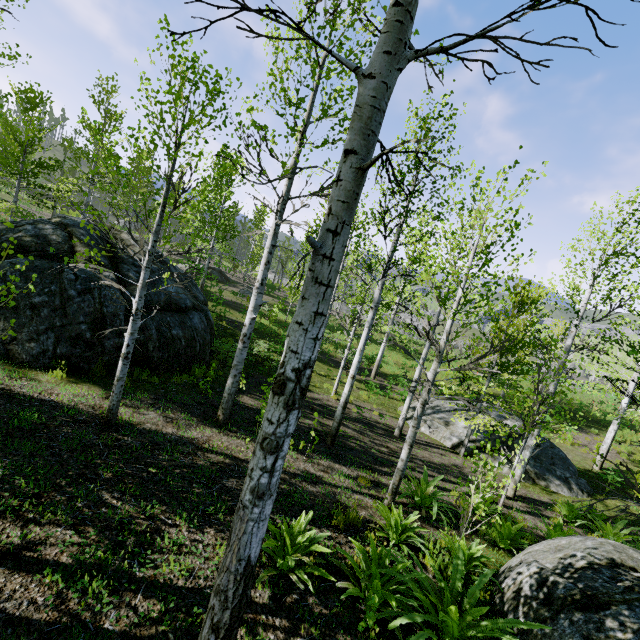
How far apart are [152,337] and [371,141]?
8.96m

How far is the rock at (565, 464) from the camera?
12.3m

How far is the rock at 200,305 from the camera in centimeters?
919cm

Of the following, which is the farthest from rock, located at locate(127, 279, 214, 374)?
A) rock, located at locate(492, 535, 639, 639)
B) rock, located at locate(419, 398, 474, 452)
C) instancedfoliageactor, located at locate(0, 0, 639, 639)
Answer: instancedfoliageactor, located at locate(0, 0, 639, 639)

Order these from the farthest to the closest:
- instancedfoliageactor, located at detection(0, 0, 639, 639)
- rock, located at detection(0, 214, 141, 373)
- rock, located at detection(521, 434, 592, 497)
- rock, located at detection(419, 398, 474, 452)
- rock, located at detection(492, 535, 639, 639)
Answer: rock, located at detection(419, 398, 474, 452)
rock, located at detection(521, 434, 592, 497)
rock, located at detection(0, 214, 141, 373)
rock, located at detection(492, 535, 639, 639)
instancedfoliageactor, located at detection(0, 0, 639, 639)

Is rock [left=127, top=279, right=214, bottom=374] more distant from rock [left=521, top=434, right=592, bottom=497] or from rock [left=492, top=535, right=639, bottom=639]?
rock [left=521, top=434, right=592, bottom=497]

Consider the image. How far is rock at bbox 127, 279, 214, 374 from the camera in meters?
9.2 m

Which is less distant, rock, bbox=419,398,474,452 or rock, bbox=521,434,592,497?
rock, bbox=521,434,592,497
